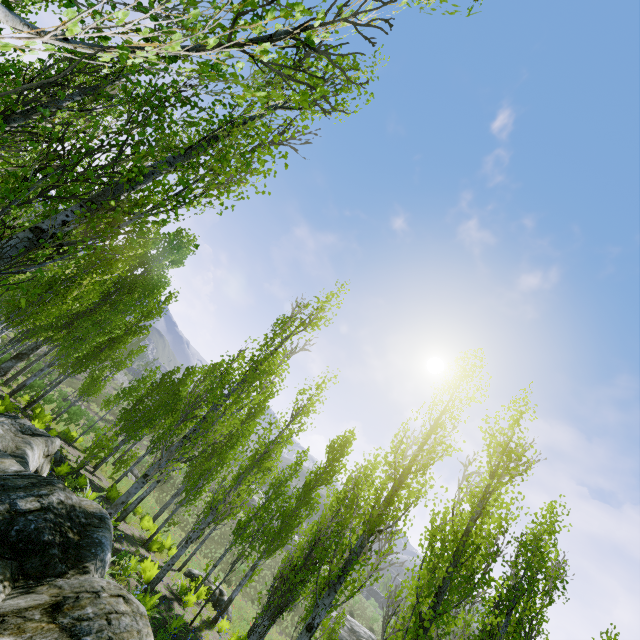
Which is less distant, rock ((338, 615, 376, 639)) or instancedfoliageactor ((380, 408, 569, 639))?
instancedfoliageactor ((380, 408, 569, 639))

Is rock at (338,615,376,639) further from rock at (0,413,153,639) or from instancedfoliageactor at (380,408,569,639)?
rock at (0,413,153,639)

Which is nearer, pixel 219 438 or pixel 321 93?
pixel 321 93

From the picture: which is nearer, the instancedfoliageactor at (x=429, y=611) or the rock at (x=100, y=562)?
the rock at (x=100, y=562)

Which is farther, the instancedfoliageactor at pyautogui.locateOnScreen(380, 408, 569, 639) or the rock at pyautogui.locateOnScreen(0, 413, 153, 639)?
the instancedfoliageactor at pyautogui.locateOnScreen(380, 408, 569, 639)

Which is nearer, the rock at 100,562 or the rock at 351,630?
the rock at 100,562

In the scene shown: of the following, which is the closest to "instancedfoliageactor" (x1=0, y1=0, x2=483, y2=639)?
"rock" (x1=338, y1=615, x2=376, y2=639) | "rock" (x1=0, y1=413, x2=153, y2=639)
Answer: "rock" (x1=0, y1=413, x2=153, y2=639)
